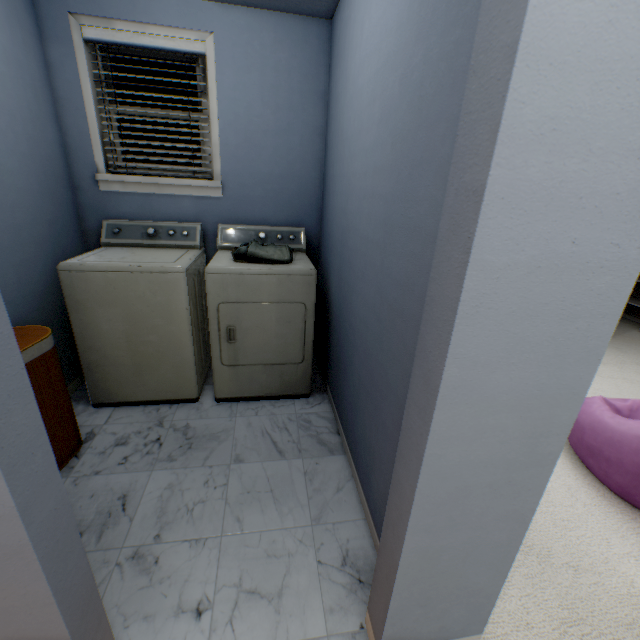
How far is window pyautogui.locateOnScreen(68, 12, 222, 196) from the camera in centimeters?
202cm

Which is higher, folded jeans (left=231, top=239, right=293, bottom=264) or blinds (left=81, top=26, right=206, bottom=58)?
blinds (left=81, top=26, right=206, bottom=58)

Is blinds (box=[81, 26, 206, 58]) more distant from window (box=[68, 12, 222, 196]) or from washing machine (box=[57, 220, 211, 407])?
washing machine (box=[57, 220, 211, 407])

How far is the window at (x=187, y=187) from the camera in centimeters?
202cm

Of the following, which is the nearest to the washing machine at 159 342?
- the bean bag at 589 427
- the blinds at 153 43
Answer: the blinds at 153 43

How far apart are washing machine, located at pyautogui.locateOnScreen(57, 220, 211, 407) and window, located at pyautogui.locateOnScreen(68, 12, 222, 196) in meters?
0.8

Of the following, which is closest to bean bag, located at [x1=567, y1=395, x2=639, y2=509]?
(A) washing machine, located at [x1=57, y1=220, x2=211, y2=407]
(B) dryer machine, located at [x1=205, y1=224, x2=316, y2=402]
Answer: (B) dryer machine, located at [x1=205, y1=224, x2=316, y2=402]

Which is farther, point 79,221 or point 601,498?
point 79,221
